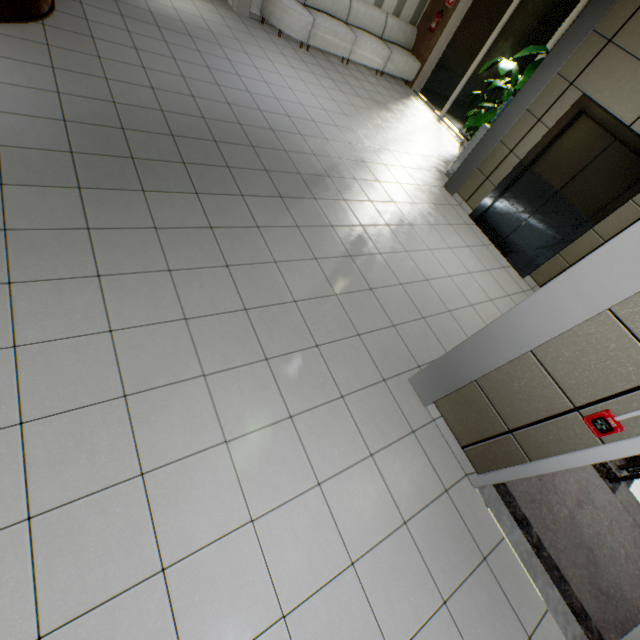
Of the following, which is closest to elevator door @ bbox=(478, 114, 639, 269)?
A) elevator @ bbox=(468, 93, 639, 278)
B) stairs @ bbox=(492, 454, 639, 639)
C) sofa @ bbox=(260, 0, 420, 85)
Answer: elevator @ bbox=(468, 93, 639, 278)

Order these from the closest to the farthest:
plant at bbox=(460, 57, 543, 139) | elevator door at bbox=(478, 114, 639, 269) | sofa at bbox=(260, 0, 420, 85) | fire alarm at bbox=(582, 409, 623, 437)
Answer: fire alarm at bbox=(582, 409, 623, 437) < elevator door at bbox=(478, 114, 639, 269) < plant at bbox=(460, 57, 543, 139) < sofa at bbox=(260, 0, 420, 85)

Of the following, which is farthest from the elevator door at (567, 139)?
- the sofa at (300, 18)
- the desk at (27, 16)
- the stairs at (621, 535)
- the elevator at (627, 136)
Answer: the desk at (27, 16)

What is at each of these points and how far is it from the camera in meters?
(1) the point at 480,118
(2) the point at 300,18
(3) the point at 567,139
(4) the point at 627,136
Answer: (1) plant, 6.8 m
(2) sofa, 6.9 m
(3) elevator door, 4.6 m
(4) elevator, 4.0 m

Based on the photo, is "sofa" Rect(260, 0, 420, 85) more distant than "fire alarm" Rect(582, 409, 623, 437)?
Yes

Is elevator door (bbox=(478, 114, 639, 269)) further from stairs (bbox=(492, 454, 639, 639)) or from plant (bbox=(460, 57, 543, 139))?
plant (bbox=(460, 57, 543, 139))

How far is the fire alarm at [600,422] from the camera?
1.84m

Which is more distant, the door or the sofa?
the sofa
